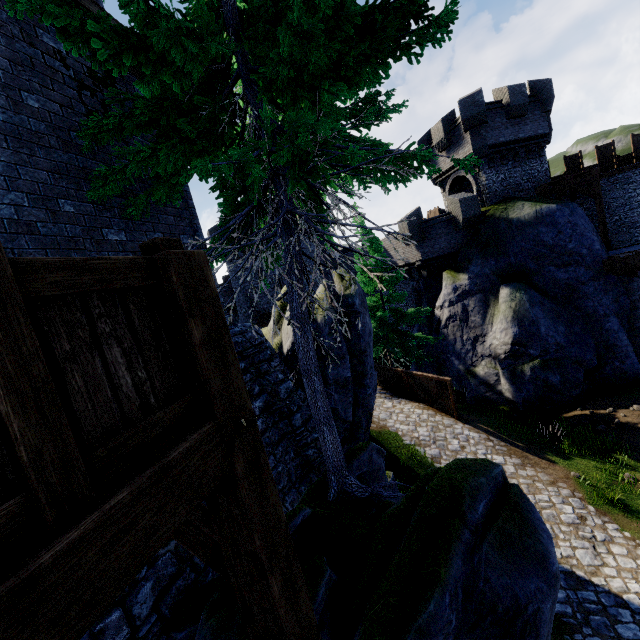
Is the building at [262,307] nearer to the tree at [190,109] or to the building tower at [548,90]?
the building tower at [548,90]

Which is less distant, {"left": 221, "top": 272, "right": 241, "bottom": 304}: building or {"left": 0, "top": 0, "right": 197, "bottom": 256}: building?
{"left": 0, "top": 0, "right": 197, "bottom": 256}: building

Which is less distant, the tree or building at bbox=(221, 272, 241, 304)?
the tree

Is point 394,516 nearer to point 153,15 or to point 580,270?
Answer: point 153,15

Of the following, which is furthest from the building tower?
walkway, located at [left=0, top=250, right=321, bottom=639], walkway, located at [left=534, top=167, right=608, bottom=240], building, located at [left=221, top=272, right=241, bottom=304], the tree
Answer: walkway, located at [left=0, top=250, right=321, bottom=639]

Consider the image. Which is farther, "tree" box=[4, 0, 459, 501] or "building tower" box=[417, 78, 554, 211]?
"building tower" box=[417, 78, 554, 211]

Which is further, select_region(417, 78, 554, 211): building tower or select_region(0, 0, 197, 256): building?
select_region(417, 78, 554, 211): building tower

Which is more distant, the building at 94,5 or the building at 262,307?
the building at 262,307
